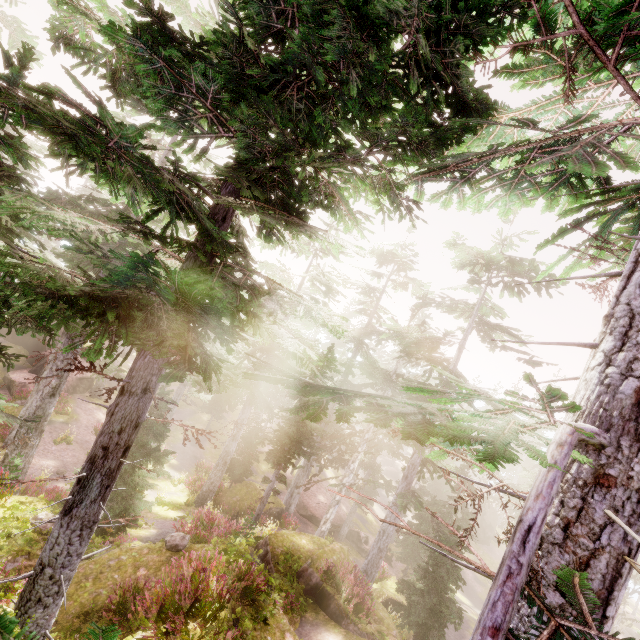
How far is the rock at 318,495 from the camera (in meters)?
30.22

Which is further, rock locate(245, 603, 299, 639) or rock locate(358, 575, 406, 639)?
rock locate(358, 575, 406, 639)

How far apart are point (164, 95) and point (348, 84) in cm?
282

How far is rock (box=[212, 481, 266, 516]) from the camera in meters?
22.8

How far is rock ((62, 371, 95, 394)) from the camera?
27.96m

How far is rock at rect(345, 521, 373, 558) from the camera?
30.7 meters
